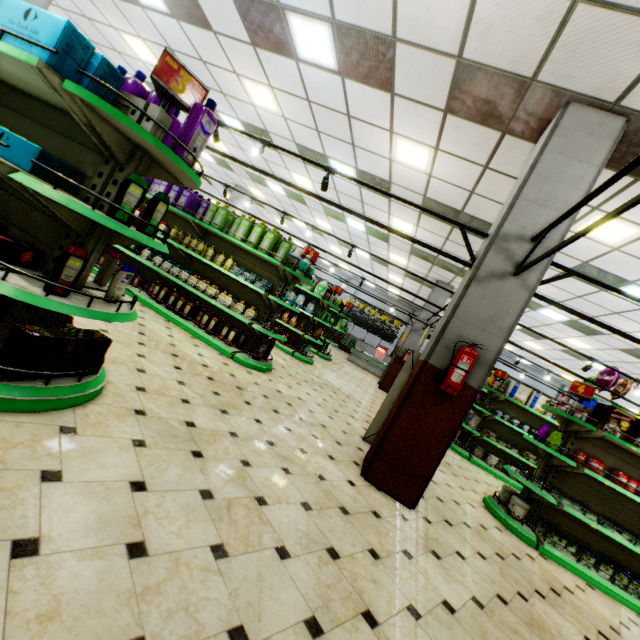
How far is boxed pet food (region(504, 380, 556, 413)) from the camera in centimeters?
821cm

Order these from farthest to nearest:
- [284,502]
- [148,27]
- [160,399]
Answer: [148,27], [160,399], [284,502]

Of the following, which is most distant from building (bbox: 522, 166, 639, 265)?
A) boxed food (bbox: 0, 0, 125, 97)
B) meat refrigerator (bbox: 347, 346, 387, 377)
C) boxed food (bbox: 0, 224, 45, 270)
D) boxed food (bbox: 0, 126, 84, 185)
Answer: boxed food (bbox: 0, 0, 125, 97)

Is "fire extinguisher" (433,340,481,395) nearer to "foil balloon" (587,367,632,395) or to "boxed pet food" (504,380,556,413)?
"boxed pet food" (504,380,556,413)

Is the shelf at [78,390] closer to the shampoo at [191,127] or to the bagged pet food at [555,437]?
the shampoo at [191,127]

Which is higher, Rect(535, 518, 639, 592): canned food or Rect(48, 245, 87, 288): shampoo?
Rect(48, 245, 87, 288): shampoo

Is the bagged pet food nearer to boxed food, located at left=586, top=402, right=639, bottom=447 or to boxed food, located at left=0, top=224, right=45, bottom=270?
boxed food, located at left=586, top=402, right=639, bottom=447

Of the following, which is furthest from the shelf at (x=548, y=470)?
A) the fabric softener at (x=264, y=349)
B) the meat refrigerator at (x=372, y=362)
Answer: the meat refrigerator at (x=372, y=362)
